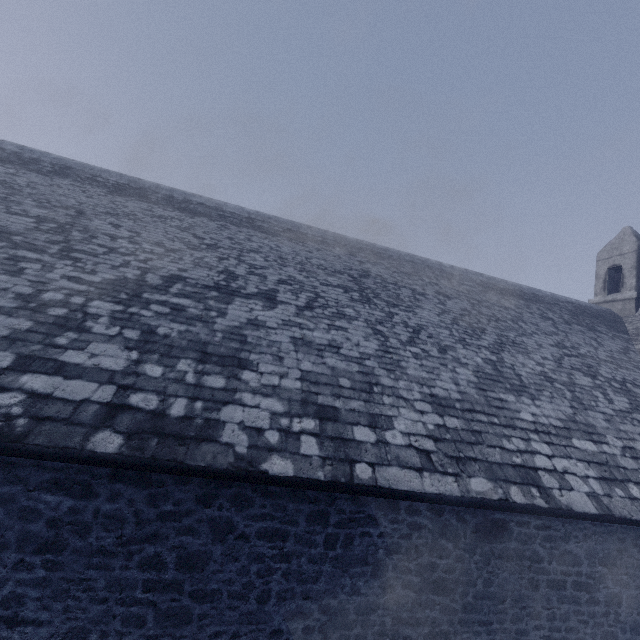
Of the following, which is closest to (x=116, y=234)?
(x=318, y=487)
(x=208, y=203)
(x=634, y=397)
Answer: (x=208, y=203)
